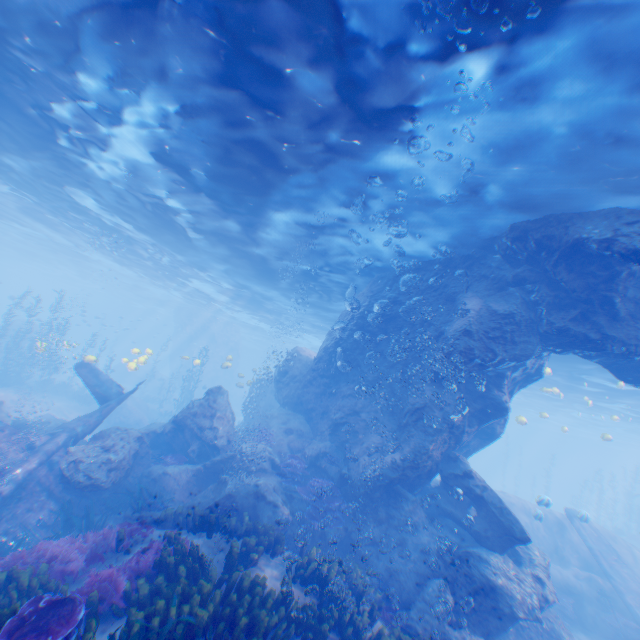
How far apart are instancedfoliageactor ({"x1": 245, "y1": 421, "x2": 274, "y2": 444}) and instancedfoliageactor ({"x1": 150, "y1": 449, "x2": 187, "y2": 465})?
3.0 meters

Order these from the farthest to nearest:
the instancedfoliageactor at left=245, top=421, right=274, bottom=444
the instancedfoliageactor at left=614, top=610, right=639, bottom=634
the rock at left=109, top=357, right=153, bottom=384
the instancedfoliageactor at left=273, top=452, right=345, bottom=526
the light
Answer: the rock at left=109, top=357, right=153, bottom=384
the instancedfoliageactor at left=245, top=421, right=274, bottom=444
the instancedfoliageactor at left=614, top=610, right=639, bottom=634
the instancedfoliageactor at left=273, top=452, right=345, bottom=526
the light

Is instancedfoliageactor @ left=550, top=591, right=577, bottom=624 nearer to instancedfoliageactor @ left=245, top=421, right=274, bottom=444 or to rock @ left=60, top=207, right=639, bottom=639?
rock @ left=60, top=207, right=639, bottom=639

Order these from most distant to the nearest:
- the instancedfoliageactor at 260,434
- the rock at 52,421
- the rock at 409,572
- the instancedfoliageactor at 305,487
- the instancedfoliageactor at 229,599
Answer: the instancedfoliageactor at 260,434 → the rock at 52,421 → the instancedfoliageactor at 305,487 → the rock at 409,572 → the instancedfoliageactor at 229,599

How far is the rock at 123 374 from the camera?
19.5 meters

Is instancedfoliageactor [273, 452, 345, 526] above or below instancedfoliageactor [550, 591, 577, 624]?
above

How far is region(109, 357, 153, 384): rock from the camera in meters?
19.5 m

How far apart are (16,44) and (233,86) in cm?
625
